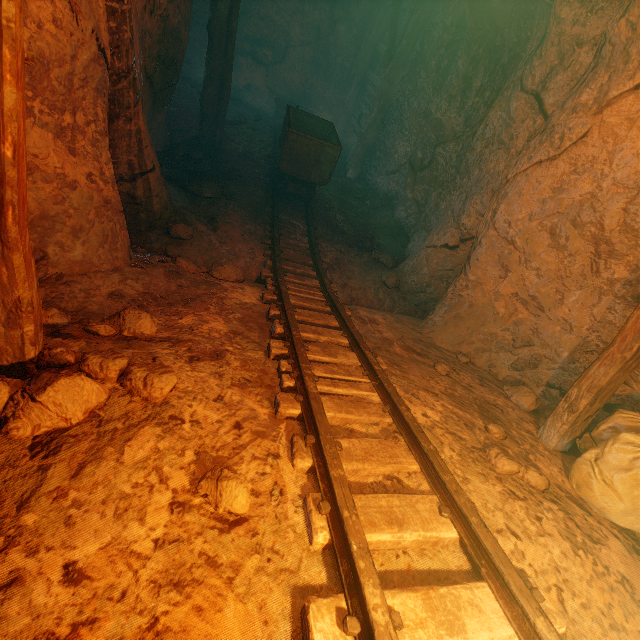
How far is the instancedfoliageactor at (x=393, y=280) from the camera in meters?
5.8 m

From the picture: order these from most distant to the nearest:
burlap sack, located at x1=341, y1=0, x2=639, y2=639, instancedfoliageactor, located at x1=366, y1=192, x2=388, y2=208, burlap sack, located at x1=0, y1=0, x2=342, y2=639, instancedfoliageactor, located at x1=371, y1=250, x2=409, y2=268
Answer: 1. instancedfoliageactor, located at x1=366, y1=192, x2=388, y2=208
2. instancedfoliageactor, located at x1=371, y1=250, x2=409, y2=268
3. burlap sack, located at x1=341, y1=0, x2=639, y2=639
4. burlap sack, located at x1=0, y1=0, x2=342, y2=639

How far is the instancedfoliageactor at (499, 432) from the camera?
2.6 meters

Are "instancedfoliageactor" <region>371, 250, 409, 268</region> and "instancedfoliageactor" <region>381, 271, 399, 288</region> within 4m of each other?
yes

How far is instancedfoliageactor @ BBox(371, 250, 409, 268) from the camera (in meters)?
6.39

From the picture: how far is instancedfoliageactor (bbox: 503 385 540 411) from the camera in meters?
3.4 m

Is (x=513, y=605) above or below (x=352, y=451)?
above

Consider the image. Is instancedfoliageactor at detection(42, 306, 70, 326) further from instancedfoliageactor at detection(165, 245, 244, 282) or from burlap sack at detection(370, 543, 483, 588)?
instancedfoliageactor at detection(165, 245, 244, 282)
